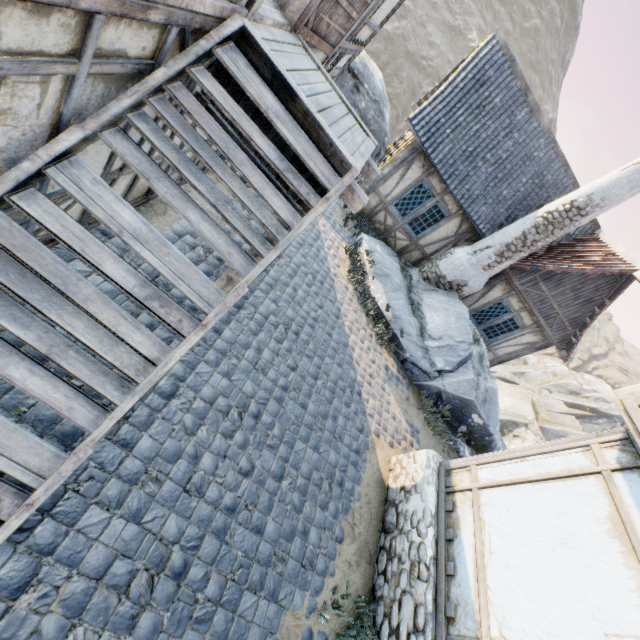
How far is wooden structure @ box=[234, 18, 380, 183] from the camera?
3.1m

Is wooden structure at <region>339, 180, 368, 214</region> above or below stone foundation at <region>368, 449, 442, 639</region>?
above

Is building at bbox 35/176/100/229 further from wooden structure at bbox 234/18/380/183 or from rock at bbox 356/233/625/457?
rock at bbox 356/233/625/457

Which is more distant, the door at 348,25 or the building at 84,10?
the door at 348,25

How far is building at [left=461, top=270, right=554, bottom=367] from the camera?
Result: 11.5 meters

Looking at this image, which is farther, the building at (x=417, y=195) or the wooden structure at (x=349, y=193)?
the building at (x=417, y=195)

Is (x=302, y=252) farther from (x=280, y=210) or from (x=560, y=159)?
(x=560, y=159)
